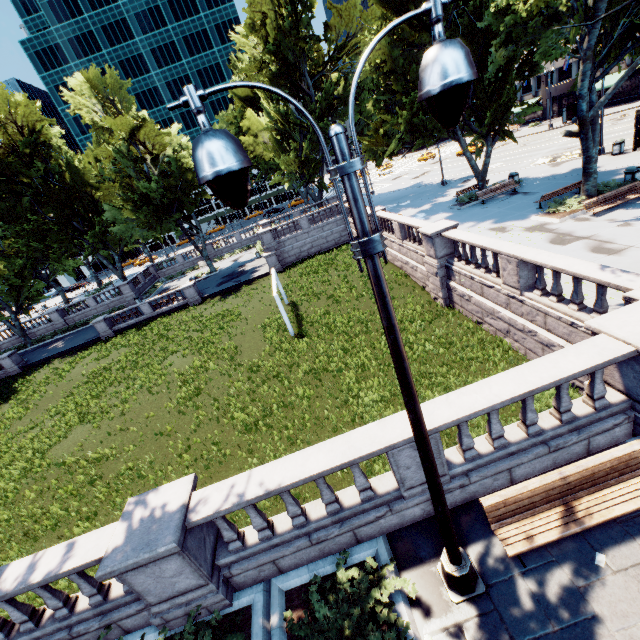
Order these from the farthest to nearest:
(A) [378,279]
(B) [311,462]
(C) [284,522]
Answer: (C) [284,522] < (B) [311,462] < (A) [378,279]

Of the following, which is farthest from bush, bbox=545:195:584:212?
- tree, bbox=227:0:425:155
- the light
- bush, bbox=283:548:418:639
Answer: bush, bbox=283:548:418:639

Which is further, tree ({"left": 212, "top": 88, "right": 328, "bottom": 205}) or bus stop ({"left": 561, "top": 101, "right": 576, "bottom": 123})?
bus stop ({"left": 561, "top": 101, "right": 576, "bottom": 123})

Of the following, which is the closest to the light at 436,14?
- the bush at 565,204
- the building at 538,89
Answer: the bush at 565,204

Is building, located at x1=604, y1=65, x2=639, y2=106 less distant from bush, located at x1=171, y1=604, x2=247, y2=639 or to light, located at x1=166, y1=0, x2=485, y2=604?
light, located at x1=166, y1=0, x2=485, y2=604

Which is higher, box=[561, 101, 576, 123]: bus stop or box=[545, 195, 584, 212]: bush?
box=[561, 101, 576, 123]: bus stop

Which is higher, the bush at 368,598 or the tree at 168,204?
the tree at 168,204

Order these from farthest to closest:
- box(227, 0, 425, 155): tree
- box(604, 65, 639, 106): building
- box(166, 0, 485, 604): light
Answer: box(604, 65, 639, 106): building → box(227, 0, 425, 155): tree → box(166, 0, 485, 604): light
